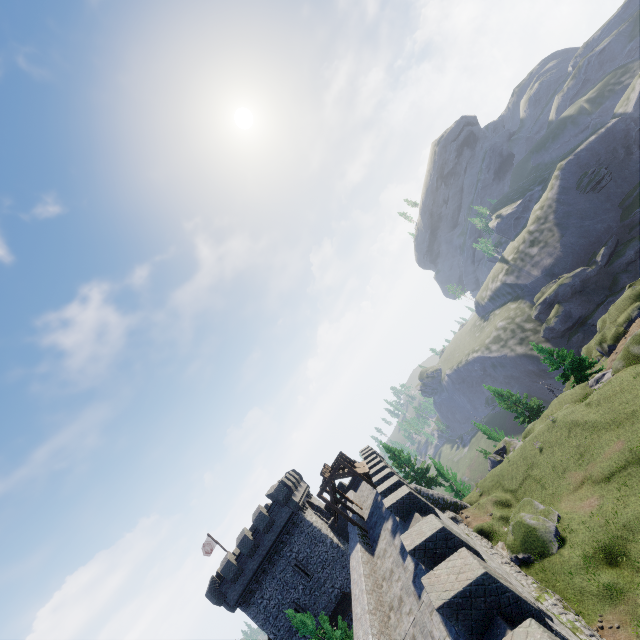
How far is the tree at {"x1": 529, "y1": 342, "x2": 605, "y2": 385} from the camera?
38.9m

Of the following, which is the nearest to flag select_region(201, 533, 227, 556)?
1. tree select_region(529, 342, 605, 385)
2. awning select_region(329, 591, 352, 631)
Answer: awning select_region(329, 591, 352, 631)

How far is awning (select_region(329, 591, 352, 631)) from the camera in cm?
2906

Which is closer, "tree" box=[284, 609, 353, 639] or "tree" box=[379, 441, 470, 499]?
"tree" box=[284, 609, 353, 639]

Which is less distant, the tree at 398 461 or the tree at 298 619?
the tree at 298 619

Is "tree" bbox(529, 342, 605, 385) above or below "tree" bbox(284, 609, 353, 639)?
below

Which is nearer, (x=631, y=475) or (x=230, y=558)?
(x=631, y=475)

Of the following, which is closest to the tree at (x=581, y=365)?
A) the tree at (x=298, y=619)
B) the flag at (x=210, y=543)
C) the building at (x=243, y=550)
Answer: the building at (x=243, y=550)
